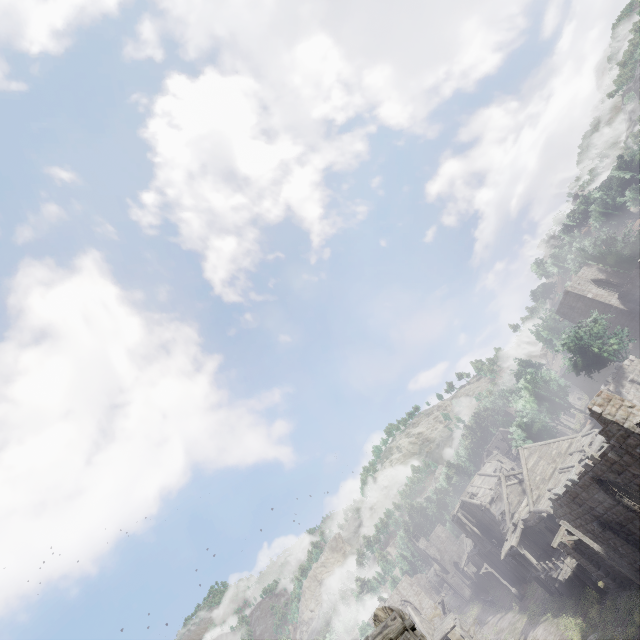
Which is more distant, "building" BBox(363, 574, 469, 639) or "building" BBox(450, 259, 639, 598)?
"building" BBox(450, 259, 639, 598)

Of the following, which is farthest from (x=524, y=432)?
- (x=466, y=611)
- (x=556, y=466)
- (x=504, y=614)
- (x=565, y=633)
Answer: (x=466, y=611)

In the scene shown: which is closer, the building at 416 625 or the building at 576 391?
the building at 416 625
